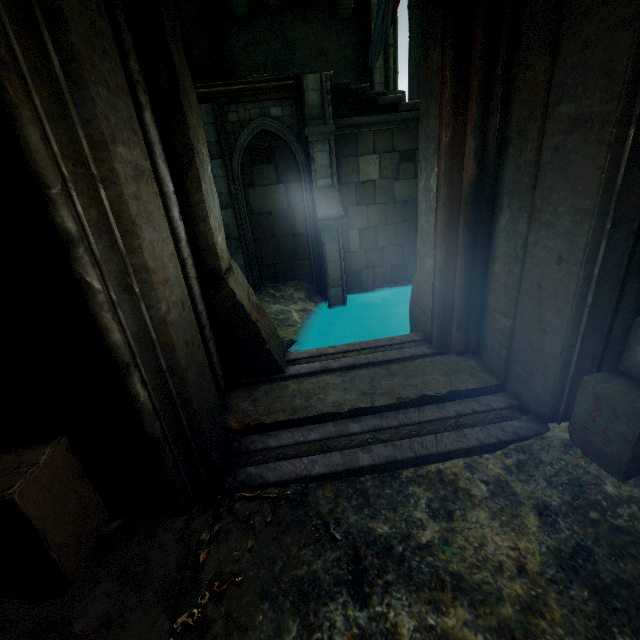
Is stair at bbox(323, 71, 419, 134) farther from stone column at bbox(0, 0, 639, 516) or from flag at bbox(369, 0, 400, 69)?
stone column at bbox(0, 0, 639, 516)

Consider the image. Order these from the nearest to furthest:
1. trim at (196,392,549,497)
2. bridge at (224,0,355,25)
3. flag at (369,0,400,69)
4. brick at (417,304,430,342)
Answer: trim at (196,392,549,497) → brick at (417,304,430,342) → flag at (369,0,400,69) → bridge at (224,0,355,25)

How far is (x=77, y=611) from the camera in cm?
161

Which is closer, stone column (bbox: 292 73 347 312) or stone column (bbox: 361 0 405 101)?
stone column (bbox: 292 73 347 312)

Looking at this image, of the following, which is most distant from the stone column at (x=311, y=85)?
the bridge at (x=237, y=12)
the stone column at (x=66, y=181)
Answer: the stone column at (x=66, y=181)

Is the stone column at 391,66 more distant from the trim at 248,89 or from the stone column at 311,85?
the trim at 248,89

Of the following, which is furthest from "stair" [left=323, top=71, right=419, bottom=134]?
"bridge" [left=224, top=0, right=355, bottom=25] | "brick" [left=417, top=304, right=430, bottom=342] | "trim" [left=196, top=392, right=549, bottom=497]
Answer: "trim" [left=196, top=392, right=549, bottom=497]

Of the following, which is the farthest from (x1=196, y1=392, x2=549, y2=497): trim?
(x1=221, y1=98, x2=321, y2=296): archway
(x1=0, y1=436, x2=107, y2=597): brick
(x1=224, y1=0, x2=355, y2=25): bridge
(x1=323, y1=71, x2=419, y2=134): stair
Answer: (x1=323, y1=71, x2=419, y2=134): stair
